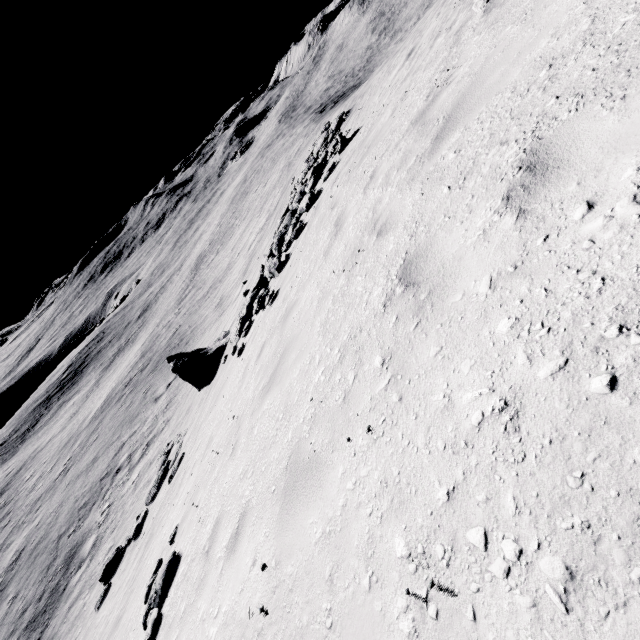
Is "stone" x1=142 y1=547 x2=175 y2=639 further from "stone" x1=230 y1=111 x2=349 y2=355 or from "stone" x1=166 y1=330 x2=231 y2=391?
"stone" x1=166 y1=330 x2=231 y2=391

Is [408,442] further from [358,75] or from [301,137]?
[358,75]

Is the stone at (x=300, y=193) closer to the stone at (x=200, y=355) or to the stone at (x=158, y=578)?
the stone at (x=200, y=355)

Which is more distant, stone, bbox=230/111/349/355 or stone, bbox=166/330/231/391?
stone, bbox=166/330/231/391

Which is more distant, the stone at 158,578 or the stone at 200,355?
the stone at 200,355

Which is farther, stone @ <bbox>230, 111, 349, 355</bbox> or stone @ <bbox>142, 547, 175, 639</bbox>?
stone @ <bbox>230, 111, 349, 355</bbox>

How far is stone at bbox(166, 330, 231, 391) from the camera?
15.7m

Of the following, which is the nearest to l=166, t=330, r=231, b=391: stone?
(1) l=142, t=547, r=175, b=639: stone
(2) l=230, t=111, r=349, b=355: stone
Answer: (2) l=230, t=111, r=349, b=355: stone
